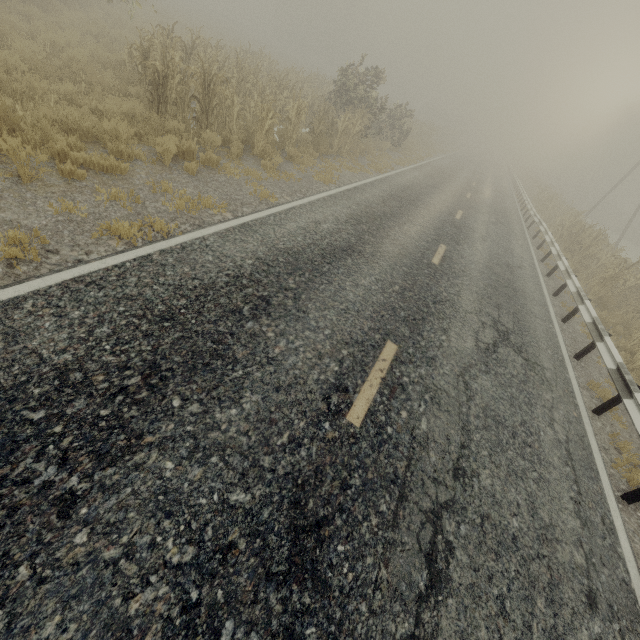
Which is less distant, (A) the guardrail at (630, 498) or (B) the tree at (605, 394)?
(A) the guardrail at (630, 498)

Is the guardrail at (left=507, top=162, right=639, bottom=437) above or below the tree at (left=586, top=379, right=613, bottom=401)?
above

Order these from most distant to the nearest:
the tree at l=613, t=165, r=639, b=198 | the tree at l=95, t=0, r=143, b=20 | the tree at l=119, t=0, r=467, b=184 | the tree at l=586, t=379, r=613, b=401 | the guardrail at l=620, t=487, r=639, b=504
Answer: the tree at l=613, t=165, r=639, b=198 → the tree at l=95, t=0, r=143, b=20 → the tree at l=119, t=0, r=467, b=184 → the tree at l=586, t=379, r=613, b=401 → the guardrail at l=620, t=487, r=639, b=504

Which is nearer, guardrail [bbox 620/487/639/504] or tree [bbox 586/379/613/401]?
guardrail [bbox 620/487/639/504]

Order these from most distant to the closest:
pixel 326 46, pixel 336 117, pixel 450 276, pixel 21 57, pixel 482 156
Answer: pixel 326 46, pixel 482 156, pixel 336 117, pixel 450 276, pixel 21 57

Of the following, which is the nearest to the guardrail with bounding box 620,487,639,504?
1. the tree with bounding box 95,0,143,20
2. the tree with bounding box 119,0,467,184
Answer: the tree with bounding box 95,0,143,20

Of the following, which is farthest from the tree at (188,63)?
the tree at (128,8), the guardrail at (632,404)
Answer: the guardrail at (632,404)

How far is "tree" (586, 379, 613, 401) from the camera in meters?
6.7
